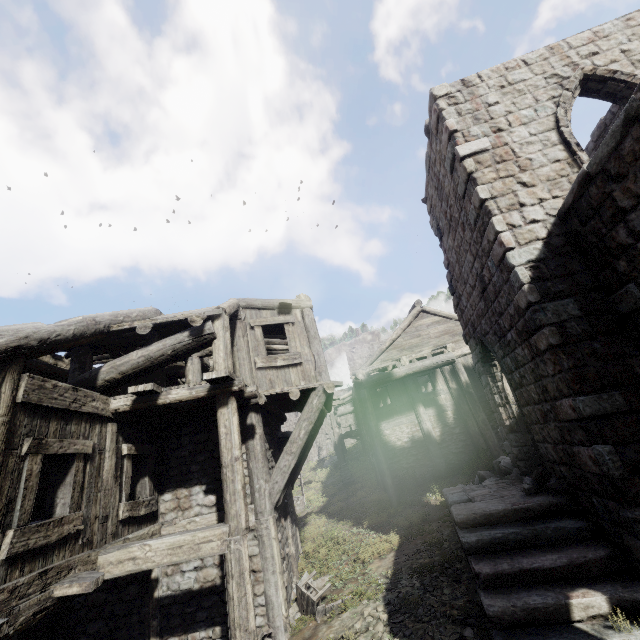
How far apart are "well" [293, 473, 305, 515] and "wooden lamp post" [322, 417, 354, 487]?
2.0 meters

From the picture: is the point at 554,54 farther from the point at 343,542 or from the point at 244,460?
the point at 343,542

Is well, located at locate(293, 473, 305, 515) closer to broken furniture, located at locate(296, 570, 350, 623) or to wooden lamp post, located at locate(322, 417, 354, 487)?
wooden lamp post, located at locate(322, 417, 354, 487)

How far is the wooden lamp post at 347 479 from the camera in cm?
2016

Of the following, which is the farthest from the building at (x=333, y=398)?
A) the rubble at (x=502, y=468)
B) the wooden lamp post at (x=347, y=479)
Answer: the wooden lamp post at (x=347, y=479)

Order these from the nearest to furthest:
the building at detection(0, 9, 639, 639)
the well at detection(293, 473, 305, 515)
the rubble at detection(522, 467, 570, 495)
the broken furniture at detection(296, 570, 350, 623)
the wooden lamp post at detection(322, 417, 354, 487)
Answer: the building at detection(0, 9, 639, 639) → the rubble at detection(522, 467, 570, 495) → the broken furniture at detection(296, 570, 350, 623) → the well at detection(293, 473, 305, 515) → the wooden lamp post at detection(322, 417, 354, 487)

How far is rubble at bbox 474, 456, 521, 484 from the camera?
9.80m

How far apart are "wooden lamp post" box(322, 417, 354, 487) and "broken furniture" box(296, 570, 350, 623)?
12.12m
